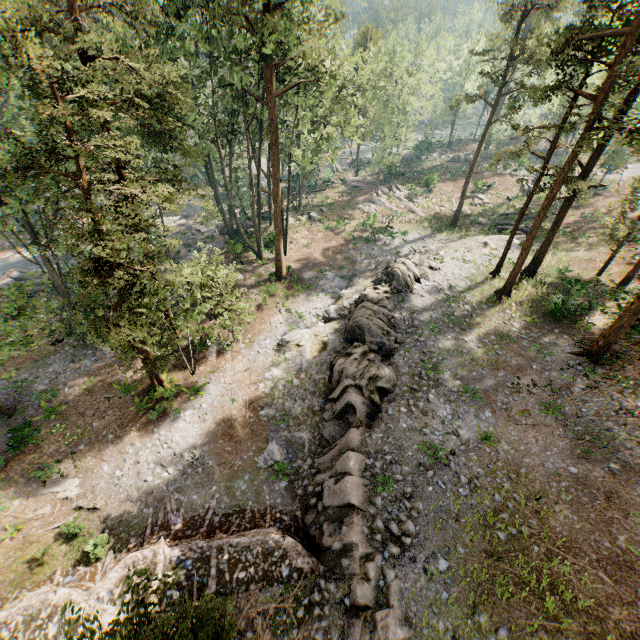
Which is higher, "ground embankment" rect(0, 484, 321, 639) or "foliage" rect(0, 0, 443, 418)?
"foliage" rect(0, 0, 443, 418)

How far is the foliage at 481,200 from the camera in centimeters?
4562cm

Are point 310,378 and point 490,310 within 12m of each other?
no

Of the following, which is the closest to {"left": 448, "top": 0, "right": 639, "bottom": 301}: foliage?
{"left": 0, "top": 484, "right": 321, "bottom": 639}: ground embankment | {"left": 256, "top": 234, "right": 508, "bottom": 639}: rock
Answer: {"left": 0, "top": 484, "right": 321, "bottom": 639}: ground embankment

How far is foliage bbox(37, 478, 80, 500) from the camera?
16.45m

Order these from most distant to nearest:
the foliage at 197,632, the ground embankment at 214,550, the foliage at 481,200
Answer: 1. the foliage at 481,200
2. the ground embankment at 214,550
3. the foliage at 197,632
